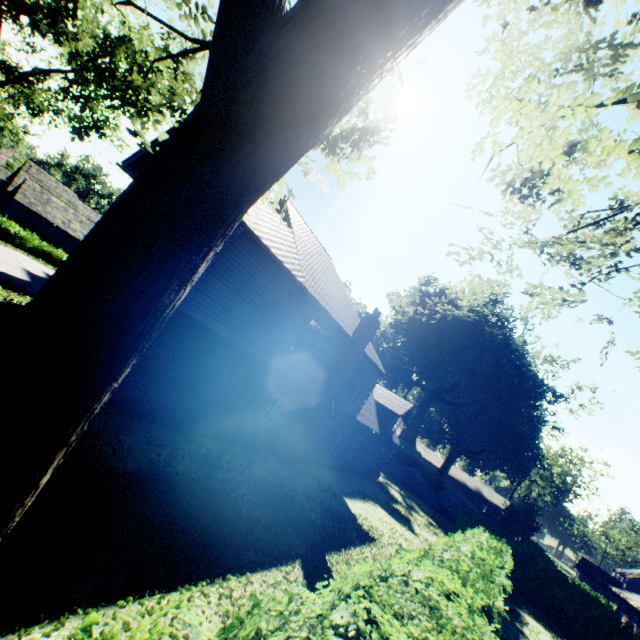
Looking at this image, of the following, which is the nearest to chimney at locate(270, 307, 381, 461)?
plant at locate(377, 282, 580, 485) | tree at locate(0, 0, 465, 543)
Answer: tree at locate(0, 0, 465, 543)

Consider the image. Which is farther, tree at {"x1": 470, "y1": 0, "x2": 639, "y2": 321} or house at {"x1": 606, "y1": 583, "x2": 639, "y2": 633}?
house at {"x1": 606, "y1": 583, "x2": 639, "y2": 633}

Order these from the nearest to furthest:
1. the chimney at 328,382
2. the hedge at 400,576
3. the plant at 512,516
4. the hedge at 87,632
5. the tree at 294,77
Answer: the tree at 294,77 → the hedge at 87,632 → the hedge at 400,576 → the chimney at 328,382 → the plant at 512,516

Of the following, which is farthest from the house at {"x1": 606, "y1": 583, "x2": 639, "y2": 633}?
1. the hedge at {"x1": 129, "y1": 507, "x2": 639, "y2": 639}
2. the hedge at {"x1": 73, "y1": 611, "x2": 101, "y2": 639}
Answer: the hedge at {"x1": 73, "y1": 611, "x2": 101, "y2": 639}

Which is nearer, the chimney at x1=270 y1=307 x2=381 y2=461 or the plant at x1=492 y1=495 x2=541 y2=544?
the chimney at x1=270 y1=307 x2=381 y2=461

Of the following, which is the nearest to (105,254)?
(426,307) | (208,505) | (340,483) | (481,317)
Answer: (208,505)

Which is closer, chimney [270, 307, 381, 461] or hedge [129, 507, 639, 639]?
hedge [129, 507, 639, 639]

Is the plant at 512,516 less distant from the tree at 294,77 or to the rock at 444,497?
the tree at 294,77
